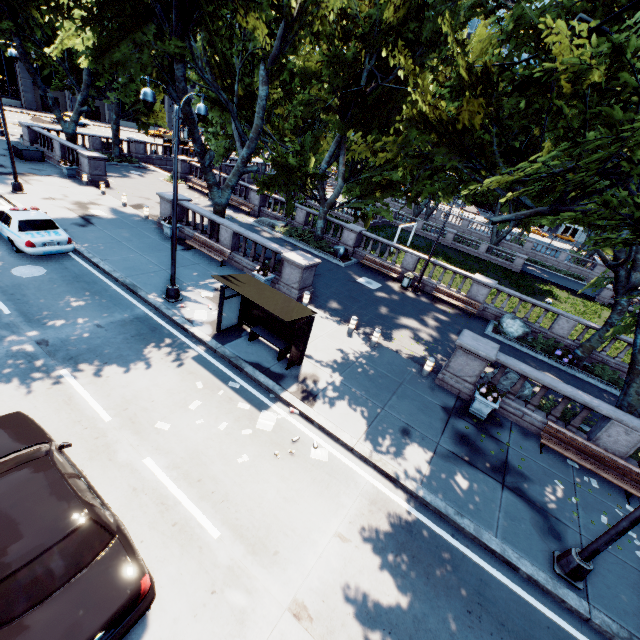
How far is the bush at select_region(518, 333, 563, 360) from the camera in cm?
1778

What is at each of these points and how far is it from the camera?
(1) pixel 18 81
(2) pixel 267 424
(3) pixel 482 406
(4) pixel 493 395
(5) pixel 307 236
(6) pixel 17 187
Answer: (1) building, 48.1m
(2) instancedfoliageactor, 9.3m
(3) planter, 11.6m
(4) plant, 11.3m
(5) bush, 25.2m
(6) light, 19.1m

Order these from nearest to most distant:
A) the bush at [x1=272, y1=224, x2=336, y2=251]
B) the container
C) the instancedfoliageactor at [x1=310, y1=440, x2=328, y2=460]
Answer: the instancedfoliageactor at [x1=310, y1=440, x2=328, y2=460], the bush at [x1=272, y1=224, x2=336, y2=251], the container

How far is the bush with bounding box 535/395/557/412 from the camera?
12.8m

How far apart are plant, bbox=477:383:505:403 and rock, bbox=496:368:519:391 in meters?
1.7

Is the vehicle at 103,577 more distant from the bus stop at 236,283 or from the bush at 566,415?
the bush at 566,415

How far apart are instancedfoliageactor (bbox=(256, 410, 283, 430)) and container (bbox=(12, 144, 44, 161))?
31.0 meters

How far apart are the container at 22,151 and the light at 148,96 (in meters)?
23.75
